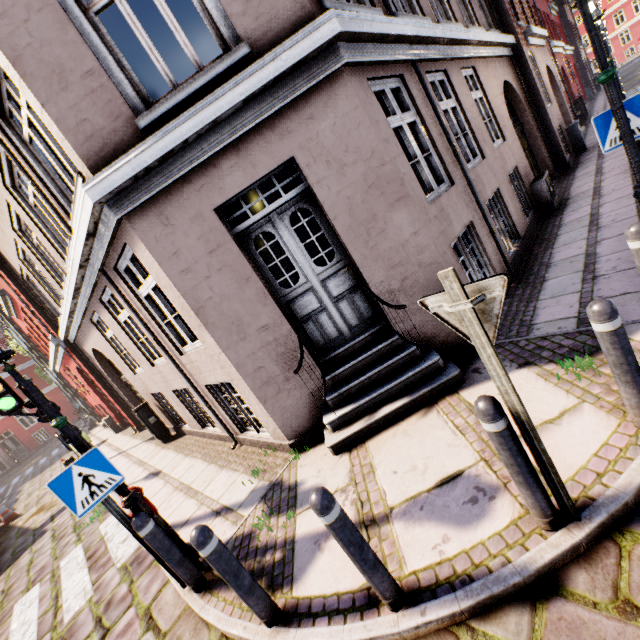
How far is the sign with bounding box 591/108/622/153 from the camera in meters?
4.0

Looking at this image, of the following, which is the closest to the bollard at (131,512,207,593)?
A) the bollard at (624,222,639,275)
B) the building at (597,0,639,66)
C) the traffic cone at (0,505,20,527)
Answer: the bollard at (624,222,639,275)

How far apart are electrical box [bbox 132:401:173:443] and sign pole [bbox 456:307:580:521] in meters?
9.3 m

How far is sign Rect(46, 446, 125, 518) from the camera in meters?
3.2

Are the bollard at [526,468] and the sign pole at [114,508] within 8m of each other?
yes

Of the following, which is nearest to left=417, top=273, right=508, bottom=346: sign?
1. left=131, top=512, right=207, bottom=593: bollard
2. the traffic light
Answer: left=131, top=512, right=207, bottom=593: bollard

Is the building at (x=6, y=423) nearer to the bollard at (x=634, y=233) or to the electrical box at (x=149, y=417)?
the electrical box at (x=149, y=417)

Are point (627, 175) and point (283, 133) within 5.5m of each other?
no
